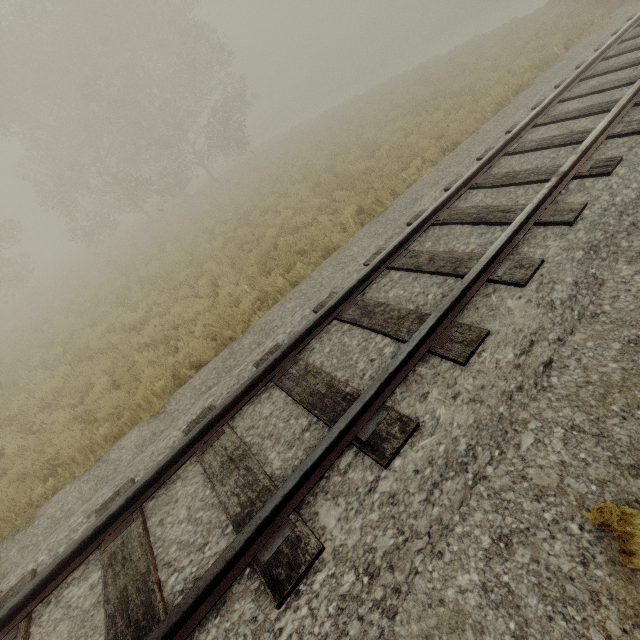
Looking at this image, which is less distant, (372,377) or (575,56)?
(372,377)
